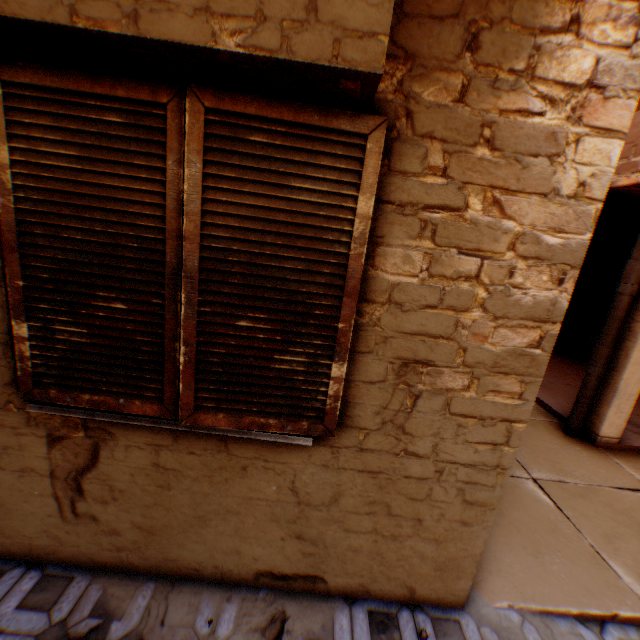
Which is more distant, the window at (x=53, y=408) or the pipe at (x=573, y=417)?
the pipe at (x=573, y=417)

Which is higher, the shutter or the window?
the shutter

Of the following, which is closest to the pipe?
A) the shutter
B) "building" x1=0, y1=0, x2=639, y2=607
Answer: "building" x1=0, y1=0, x2=639, y2=607

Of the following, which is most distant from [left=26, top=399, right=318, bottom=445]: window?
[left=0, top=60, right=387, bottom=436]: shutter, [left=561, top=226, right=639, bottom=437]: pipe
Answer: [left=561, top=226, right=639, bottom=437]: pipe

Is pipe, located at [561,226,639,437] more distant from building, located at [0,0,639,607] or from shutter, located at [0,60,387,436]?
shutter, located at [0,60,387,436]

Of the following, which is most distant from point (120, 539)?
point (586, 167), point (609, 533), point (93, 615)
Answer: point (609, 533)

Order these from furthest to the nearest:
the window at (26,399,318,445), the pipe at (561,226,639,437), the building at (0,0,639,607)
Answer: the pipe at (561,226,639,437) → the window at (26,399,318,445) → the building at (0,0,639,607)

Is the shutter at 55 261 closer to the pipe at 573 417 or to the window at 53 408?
the window at 53 408
